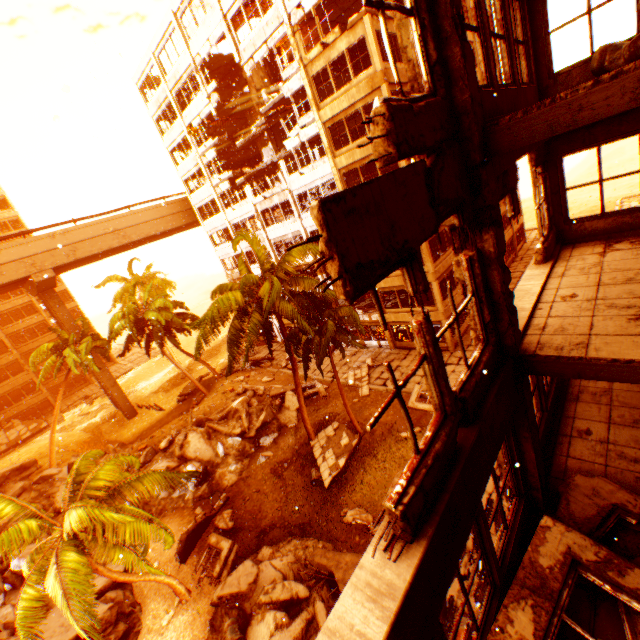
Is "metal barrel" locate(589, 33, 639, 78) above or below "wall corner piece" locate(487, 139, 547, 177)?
above

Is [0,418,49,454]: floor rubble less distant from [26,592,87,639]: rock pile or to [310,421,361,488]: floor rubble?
[26,592,87,639]: rock pile

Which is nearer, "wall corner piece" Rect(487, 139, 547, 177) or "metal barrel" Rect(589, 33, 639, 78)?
"wall corner piece" Rect(487, 139, 547, 177)

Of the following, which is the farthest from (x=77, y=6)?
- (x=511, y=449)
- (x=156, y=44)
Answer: (x=511, y=449)

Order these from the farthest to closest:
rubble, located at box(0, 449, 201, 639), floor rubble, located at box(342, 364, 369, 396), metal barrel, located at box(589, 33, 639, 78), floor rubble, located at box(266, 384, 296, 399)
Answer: floor rubble, located at box(266, 384, 296, 399) < floor rubble, located at box(342, 364, 369, 396) < rubble, located at box(0, 449, 201, 639) < metal barrel, located at box(589, 33, 639, 78)

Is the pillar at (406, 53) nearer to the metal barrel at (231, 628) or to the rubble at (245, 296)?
the rubble at (245, 296)

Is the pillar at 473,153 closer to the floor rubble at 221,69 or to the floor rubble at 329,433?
the floor rubble at 221,69

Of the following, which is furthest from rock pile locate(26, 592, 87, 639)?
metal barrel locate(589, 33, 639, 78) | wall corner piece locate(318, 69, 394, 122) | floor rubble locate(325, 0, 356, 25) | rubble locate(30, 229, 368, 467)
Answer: metal barrel locate(589, 33, 639, 78)
